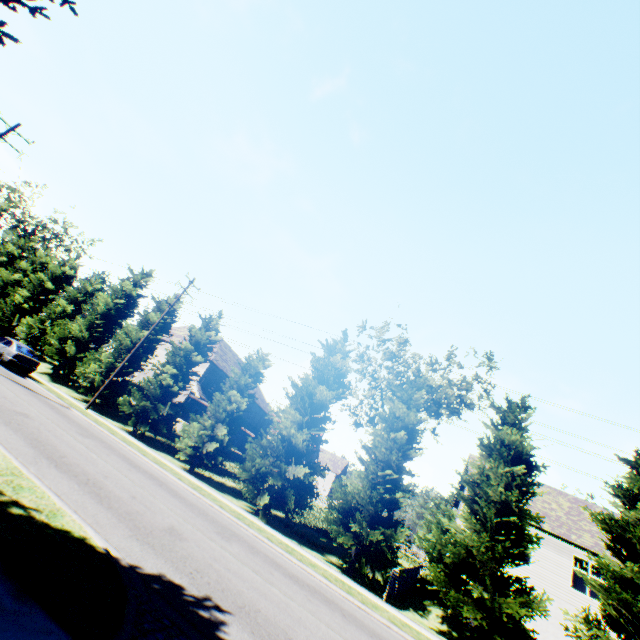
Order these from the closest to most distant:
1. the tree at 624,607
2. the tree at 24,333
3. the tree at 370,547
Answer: the tree at 624,607, the tree at 370,547, the tree at 24,333

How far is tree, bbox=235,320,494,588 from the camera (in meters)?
15.84

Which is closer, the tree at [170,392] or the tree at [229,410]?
the tree at [229,410]

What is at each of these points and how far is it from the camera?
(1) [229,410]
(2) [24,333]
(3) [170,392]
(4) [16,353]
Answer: (1) tree, 21.1m
(2) tree, 29.2m
(3) tree, 23.0m
(4) car, 20.6m

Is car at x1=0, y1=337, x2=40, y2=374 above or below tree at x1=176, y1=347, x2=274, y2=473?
below
